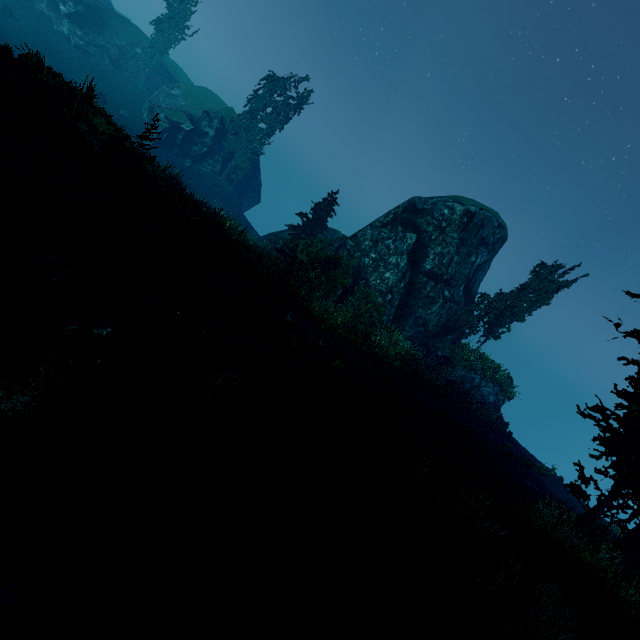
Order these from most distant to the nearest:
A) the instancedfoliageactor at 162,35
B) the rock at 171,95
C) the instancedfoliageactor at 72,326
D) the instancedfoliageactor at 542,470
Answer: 1. the instancedfoliageactor at 162,35
2. the rock at 171,95
3. the instancedfoliageactor at 542,470
4. the instancedfoliageactor at 72,326

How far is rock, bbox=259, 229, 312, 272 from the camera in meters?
21.0

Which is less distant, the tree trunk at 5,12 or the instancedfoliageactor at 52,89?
the instancedfoliageactor at 52,89

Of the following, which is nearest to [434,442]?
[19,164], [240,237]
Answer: [240,237]

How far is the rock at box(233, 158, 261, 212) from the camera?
38.0 meters

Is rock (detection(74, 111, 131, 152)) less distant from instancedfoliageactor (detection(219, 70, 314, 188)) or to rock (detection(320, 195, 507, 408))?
instancedfoliageactor (detection(219, 70, 314, 188))

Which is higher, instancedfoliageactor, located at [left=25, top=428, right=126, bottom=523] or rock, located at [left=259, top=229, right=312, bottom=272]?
rock, located at [left=259, top=229, right=312, bottom=272]
